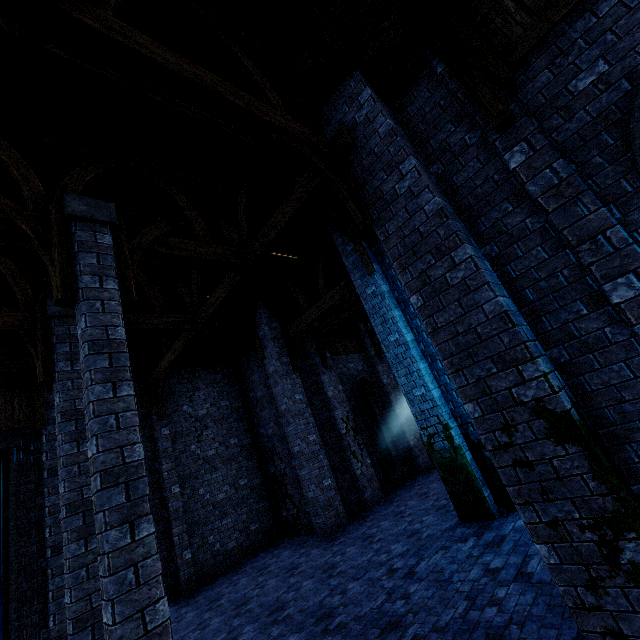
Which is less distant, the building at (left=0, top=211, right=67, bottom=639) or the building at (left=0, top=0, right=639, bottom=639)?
the building at (left=0, top=0, right=639, bottom=639)

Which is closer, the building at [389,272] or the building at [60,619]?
the building at [389,272]

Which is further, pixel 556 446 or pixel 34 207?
pixel 34 207
